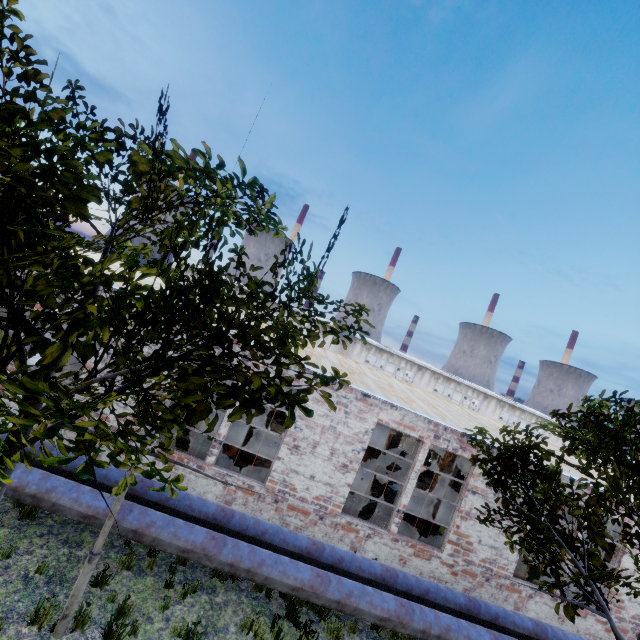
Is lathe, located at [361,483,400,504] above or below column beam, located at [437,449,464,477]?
below

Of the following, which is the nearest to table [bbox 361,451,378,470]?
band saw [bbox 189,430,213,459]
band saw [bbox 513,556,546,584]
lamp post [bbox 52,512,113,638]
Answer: band saw [bbox 513,556,546,584]

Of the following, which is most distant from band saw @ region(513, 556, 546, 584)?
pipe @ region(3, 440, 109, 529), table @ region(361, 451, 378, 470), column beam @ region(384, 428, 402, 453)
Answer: table @ region(361, 451, 378, 470)

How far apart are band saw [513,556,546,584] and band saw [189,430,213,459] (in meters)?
11.41

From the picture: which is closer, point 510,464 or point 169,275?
point 169,275

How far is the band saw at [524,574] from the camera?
11.6 meters

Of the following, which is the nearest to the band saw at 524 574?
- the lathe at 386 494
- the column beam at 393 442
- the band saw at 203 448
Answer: the column beam at 393 442

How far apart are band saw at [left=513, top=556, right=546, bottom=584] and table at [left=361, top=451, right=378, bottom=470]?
6.92m
